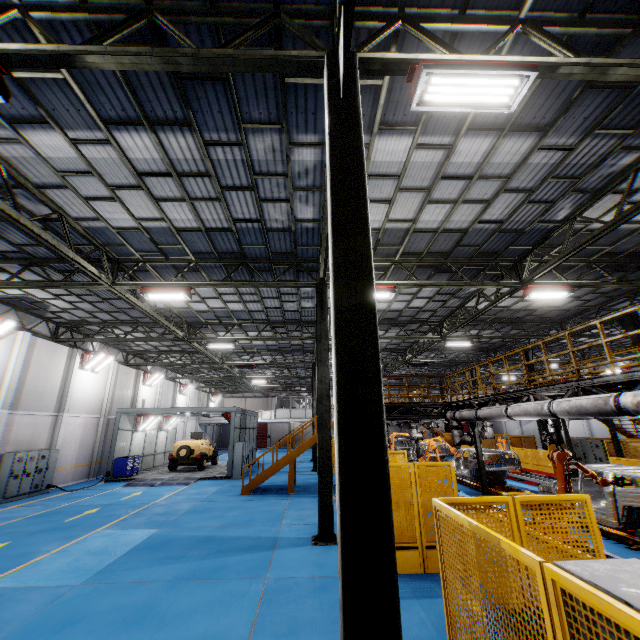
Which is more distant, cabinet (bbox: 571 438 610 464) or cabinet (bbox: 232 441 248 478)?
cabinet (bbox: 232 441 248 478)

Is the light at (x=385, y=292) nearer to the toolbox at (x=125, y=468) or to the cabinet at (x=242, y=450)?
the cabinet at (x=242, y=450)

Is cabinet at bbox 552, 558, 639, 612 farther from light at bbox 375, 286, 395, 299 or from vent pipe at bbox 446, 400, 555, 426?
light at bbox 375, 286, 395, 299

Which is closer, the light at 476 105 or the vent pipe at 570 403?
the light at 476 105

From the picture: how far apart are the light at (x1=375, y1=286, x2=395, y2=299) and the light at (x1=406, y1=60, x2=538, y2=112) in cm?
697

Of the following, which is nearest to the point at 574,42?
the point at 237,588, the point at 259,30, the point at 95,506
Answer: the point at 259,30

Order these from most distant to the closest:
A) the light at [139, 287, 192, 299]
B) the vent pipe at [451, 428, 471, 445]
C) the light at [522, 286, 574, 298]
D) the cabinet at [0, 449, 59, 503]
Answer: the cabinet at [0, 449, 59, 503], the vent pipe at [451, 428, 471, 445], the light at [522, 286, 574, 298], the light at [139, 287, 192, 299]

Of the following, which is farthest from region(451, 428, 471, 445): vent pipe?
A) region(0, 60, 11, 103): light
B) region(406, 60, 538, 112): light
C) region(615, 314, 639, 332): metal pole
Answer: region(0, 60, 11, 103): light
